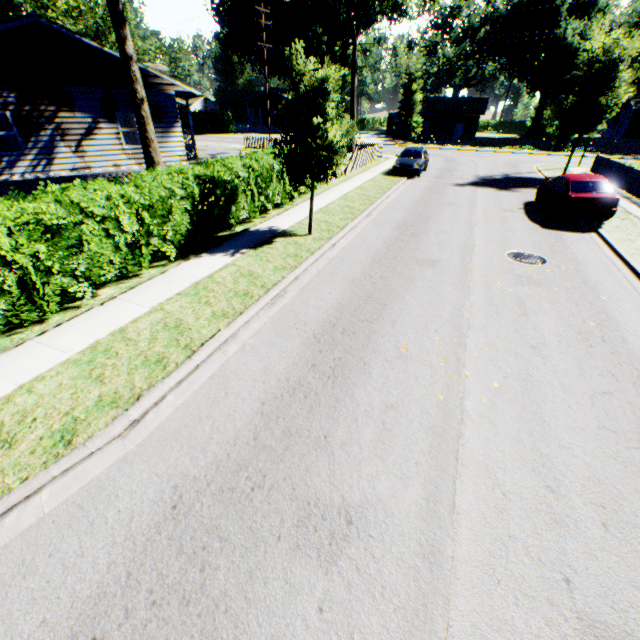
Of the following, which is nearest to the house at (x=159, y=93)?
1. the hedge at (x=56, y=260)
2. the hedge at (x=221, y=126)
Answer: the hedge at (x=56, y=260)

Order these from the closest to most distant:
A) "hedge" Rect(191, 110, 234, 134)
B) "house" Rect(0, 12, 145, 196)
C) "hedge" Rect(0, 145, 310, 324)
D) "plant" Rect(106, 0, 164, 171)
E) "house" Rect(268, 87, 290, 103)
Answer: "hedge" Rect(0, 145, 310, 324)
"plant" Rect(106, 0, 164, 171)
"house" Rect(0, 12, 145, 196)
"hedge" Rect(191, 110, 234, 134)
"house" Rect(268, 87, 290, 103)

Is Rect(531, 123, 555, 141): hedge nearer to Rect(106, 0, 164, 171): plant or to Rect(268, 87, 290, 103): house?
Rect(106, 0, 164, 171): plant

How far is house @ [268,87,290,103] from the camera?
54.5 meters

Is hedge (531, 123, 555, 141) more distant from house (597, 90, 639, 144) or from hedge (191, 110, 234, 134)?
hedge (191, 110, 234, 134)

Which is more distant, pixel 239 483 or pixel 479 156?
pixel 479 156

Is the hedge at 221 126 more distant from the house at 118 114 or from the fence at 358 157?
the fence at 358 157

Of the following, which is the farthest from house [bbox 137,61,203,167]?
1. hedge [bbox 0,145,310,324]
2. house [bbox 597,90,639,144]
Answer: house [bbox 597,90,639,144]
